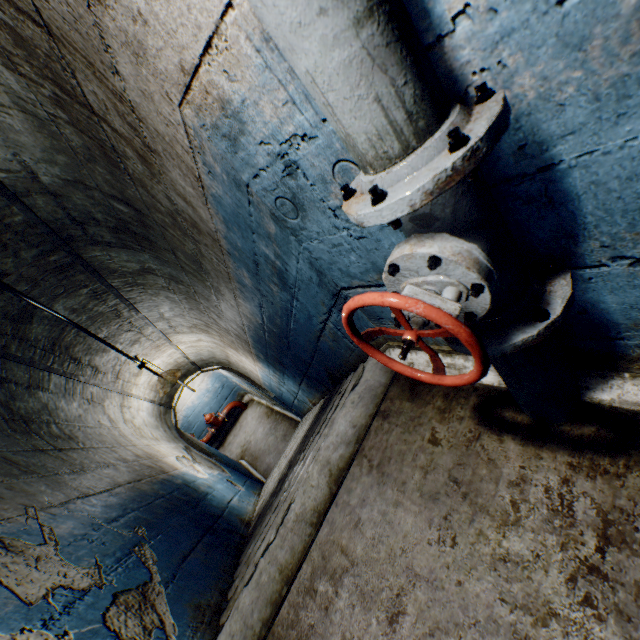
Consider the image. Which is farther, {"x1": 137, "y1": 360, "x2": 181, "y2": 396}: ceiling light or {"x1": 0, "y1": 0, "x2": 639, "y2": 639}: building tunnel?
{"x1": 137, "y1": 360, "x2": 181, "y2": 396}: ceiling light

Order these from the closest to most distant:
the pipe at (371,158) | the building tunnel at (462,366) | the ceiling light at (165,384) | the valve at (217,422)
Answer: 1. the pipe at (371,158)
2. the building tunnel at (462,366)
3. the ceiling light at (165,384)
4. the valve at (217,422)

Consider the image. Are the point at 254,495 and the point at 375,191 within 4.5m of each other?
no

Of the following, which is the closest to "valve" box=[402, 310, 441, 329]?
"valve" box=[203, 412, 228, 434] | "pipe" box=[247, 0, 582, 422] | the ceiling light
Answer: "pipe" box=[247, 0, 582, 422]

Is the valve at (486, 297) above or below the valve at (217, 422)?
above

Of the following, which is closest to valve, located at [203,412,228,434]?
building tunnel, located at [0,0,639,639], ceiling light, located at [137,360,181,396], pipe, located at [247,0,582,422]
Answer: building tunnel, located at [0,0,639,639]

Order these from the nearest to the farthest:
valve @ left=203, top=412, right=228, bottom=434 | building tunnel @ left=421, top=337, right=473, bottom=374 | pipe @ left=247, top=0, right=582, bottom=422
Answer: pipe @ left=247, top=0, right=582, bottom=422
building tunnel @ left=421, top=337, right=473, bottom=374
valve @ left=203, top=412, right=228, bottom=434

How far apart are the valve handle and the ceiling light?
4.14m
